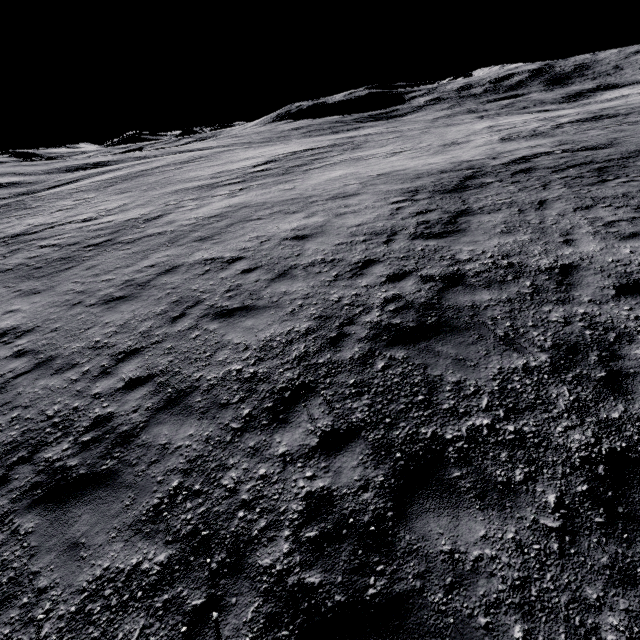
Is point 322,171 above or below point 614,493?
above
